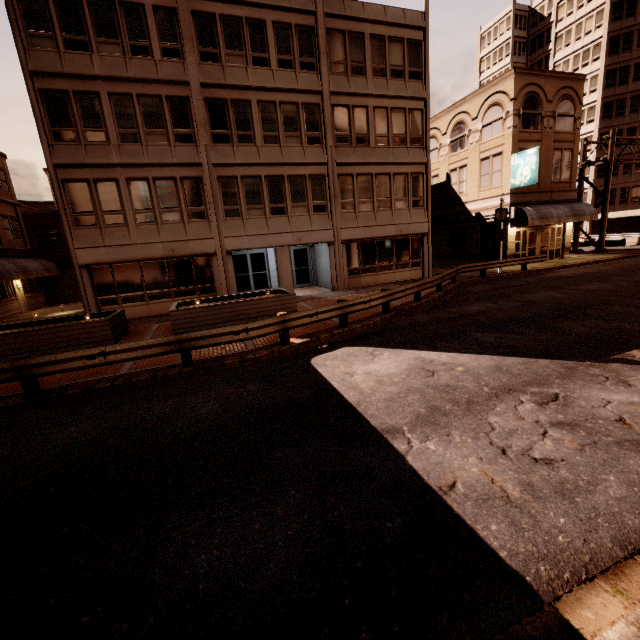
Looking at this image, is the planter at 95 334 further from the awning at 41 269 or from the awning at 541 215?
the awning at 541 215

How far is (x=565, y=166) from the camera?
25.0m

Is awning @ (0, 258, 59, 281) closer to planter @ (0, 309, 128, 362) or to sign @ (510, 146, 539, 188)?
planter @ (0, 309, 128, 362)

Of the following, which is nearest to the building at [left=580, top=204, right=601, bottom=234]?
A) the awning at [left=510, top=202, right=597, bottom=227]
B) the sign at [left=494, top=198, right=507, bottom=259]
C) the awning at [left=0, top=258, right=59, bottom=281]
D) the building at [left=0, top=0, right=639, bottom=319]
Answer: the awning at [left=510, top=202, right=597, bottom=227]

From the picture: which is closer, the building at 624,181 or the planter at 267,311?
the planter at 267,311

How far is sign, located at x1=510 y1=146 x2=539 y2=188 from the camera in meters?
21.6

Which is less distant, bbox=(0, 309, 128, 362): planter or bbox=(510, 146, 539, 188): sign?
bbox=(0, 309, 128, 362): planter

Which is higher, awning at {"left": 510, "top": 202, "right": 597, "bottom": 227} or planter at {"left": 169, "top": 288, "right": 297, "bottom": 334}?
awning at {"left": 510, "top": 202, "right": 597, "bottom": 227}
